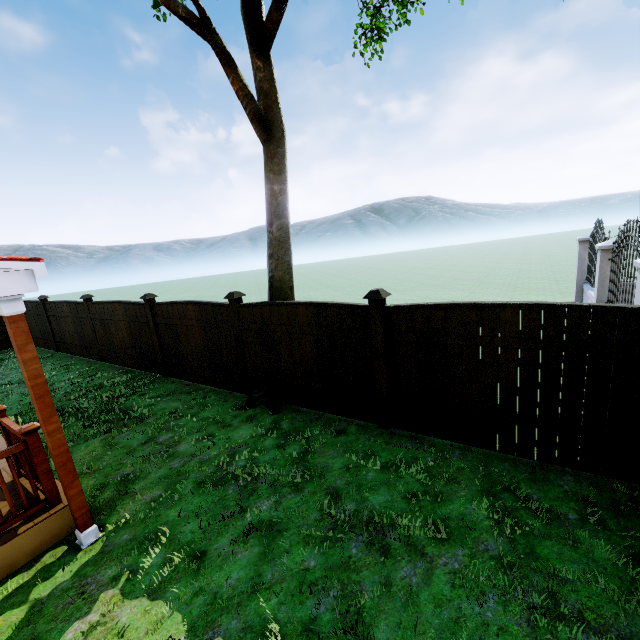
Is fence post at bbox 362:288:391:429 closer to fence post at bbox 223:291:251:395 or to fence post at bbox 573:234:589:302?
fence post at bbox 223:291:251:395

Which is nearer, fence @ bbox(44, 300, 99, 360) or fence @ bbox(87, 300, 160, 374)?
fence @ bbox(87, 300, 160, 374)

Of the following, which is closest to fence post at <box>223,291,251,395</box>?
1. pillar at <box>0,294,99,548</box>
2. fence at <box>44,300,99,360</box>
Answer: pillar at <box>0,294,99,548</box>

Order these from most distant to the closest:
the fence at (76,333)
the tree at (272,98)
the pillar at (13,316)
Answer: the fence at (76,333) < the tree at (272,98) < the pillar at (13,316)

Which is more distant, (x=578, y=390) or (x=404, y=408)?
(x=404, y=408)

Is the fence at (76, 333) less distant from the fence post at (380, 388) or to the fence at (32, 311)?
the fence at (32, 311)

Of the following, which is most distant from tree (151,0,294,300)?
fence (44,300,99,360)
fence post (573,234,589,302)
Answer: fence post (573,234,589,302)

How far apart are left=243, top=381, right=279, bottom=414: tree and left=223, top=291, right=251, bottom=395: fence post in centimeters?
35cm
